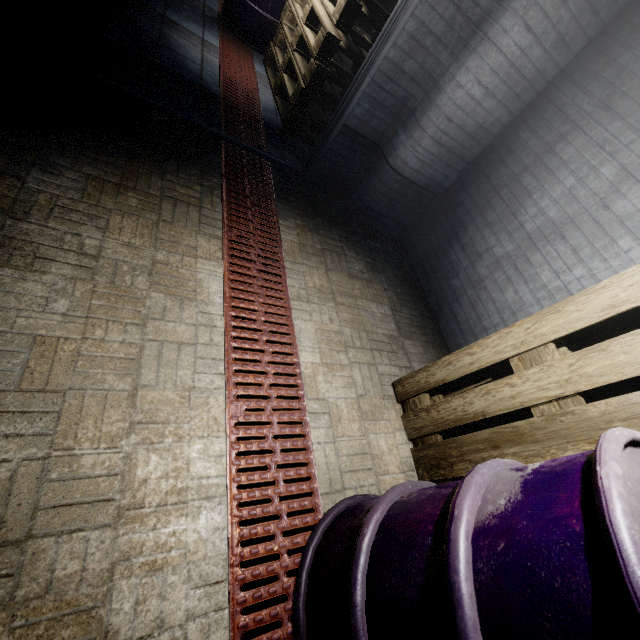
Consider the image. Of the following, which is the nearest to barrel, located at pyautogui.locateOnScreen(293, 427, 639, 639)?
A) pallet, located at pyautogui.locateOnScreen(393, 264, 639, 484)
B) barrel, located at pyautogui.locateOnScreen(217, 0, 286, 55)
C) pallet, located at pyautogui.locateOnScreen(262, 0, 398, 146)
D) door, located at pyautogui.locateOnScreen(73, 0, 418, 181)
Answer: pallet, located at pyautogui.locateOnScreen(393, 264, 639, 484)

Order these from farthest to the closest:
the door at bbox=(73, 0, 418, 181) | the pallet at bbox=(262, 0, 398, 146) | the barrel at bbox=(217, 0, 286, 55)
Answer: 1. the barrel at bbox=(217, 0, 286, 55)
2. the pallet at bbox=(262, 0, 398, 146)
3. the door at bbox=(73, 0, 418, 181)

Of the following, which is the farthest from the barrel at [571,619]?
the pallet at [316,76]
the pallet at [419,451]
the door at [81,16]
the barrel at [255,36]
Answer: the barrel at [255,36]

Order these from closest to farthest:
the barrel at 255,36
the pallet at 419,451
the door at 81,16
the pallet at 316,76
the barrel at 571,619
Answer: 1. the barrel at 571,619
2. the pallet at 419,451
3. the door at 81,16
4. the pallet at 316,76
5. the barrel at 255,36

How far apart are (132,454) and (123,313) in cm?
56

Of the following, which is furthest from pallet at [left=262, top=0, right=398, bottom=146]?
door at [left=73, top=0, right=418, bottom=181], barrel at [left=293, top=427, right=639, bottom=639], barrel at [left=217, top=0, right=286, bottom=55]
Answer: barrel at [left=293, top=427, right=639, bottom=639]

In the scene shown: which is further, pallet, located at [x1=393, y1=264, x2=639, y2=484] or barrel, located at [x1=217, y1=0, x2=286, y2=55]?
barrel, located at [x1=217, y1=0, x2=286, y2=55]

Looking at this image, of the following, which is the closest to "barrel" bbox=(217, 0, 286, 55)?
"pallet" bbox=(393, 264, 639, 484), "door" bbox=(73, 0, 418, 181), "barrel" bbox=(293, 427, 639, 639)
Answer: "door" bbox=(73, 0, 418, 181)
